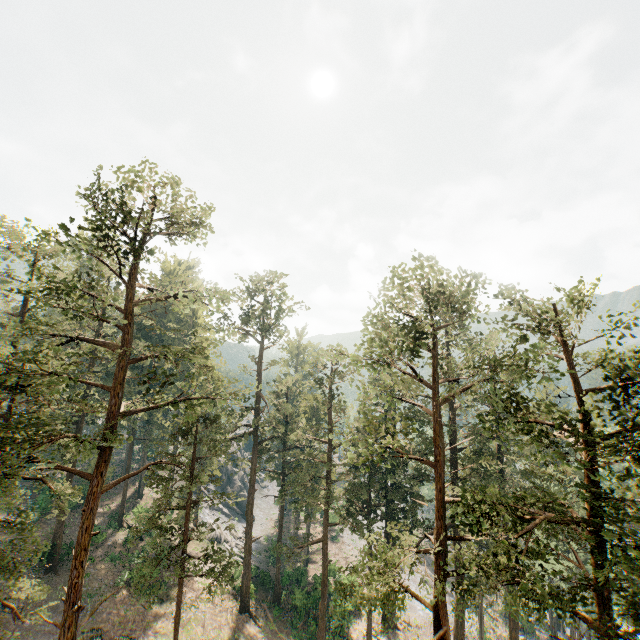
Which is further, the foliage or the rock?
the rock

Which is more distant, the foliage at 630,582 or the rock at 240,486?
the rock at 240,486

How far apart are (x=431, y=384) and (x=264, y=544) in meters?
44.3

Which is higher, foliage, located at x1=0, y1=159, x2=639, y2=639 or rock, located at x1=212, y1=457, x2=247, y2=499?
foliage, located at x1=0, y1=159, x2=639, y2=639

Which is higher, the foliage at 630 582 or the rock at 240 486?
the foliage at 630 582

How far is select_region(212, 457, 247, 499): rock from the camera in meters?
55.2
